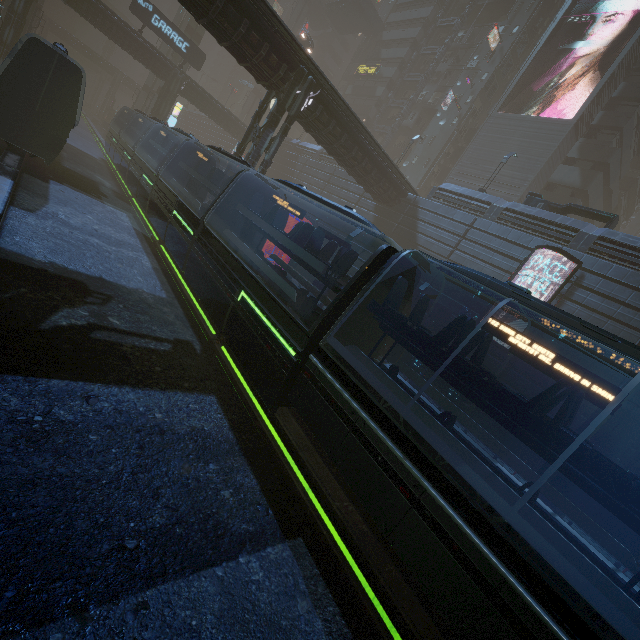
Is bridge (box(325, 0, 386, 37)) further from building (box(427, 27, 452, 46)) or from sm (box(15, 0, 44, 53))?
sm (box(15, 0, 44, 53))

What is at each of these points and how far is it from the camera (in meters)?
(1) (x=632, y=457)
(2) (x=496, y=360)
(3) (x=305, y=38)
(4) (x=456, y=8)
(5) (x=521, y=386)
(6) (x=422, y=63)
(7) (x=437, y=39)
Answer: (1) building, 15.03
(2) building, 20.41
(3) car, 39.66
(4) building, 46.84
(5) building, 19.19
(6) building, 48.59
(7) building, 47.91

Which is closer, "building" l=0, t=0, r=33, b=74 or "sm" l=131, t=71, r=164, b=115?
"building" l=0, t=0, r=33, b=74

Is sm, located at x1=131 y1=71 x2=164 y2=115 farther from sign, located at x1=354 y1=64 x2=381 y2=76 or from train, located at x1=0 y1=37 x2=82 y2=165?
sign, located at x1=354 y1=64 x2=381 y2=76

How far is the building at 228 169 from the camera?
21.4m

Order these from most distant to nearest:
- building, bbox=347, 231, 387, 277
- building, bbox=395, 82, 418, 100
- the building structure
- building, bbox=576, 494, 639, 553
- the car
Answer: building, bbox=395, 82, 418, 100 → the building structure → the car → building, bbox=347, 231, 387, 277 → building, bbox=576, 494, 639, 553

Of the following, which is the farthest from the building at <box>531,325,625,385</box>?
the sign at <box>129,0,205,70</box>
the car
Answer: the car

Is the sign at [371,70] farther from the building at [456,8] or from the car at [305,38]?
the car at [305,38]
